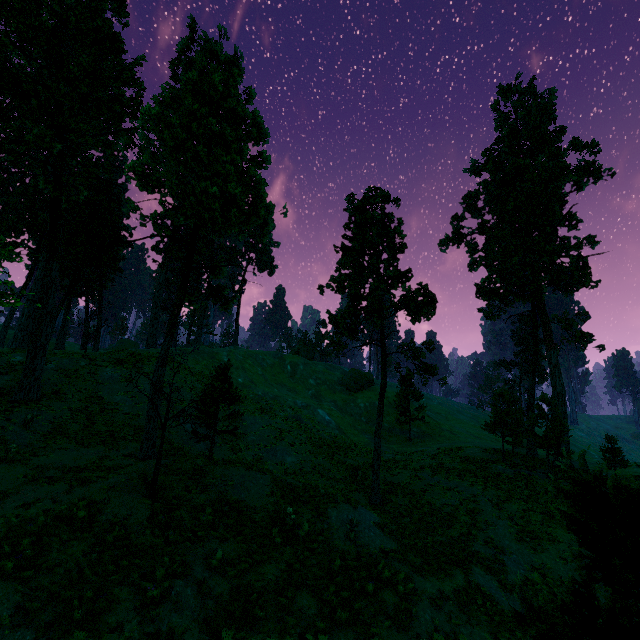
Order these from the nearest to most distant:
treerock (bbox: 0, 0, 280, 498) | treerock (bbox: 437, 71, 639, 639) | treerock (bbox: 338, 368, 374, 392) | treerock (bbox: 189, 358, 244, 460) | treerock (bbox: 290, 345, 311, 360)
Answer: treerock (bbox: 437, 71, 639, 639)
treerock (bbox: 189, 358, 244, 460)
treerock (bbox: 0, 0, 280, 498)
treerock (bbox: 338, 368, 374, 392)
treerock (bbox: 290, 345, 311, 360)

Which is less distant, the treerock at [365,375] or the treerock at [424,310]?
the treerock at [424,310]

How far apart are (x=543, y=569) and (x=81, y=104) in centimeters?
4605cm

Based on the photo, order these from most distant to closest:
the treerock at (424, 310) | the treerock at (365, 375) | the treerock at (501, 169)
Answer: the treerock at (365, 375), the treerock at (424, 310), the treerock at (501, 169)

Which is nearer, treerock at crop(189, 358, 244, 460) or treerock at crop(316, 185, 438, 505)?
treerock at crop(189, 358, 244, 460)

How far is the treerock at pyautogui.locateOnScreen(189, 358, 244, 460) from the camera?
12.89m
